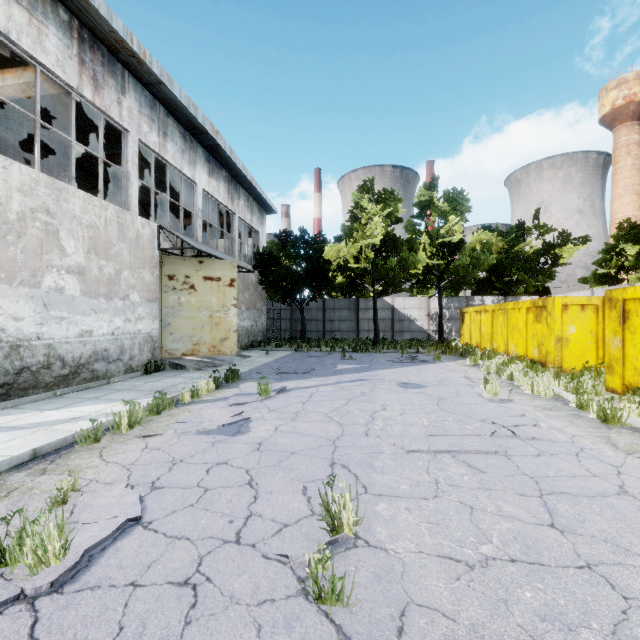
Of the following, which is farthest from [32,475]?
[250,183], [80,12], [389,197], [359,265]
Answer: [389,197]

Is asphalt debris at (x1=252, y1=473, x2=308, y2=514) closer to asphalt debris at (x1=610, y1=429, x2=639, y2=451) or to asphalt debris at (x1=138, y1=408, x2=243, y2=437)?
asphalt debris at (x1=138, y1=408, x2=243, y2=437)

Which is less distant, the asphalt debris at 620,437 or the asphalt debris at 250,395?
the asphalt debris at 620,437

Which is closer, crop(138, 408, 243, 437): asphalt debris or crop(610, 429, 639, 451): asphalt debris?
crop(610, 429, 639, 451): asphalt debris

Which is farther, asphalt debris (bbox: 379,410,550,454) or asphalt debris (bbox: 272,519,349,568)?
asphalt debris (bbox: 379,410,550,454)

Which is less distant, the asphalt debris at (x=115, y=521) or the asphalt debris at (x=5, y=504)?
the asphalt debris at (x=115, y=521)

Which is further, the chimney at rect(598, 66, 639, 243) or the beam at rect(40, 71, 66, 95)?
the chimney at rect(598, 66, 639, 243)

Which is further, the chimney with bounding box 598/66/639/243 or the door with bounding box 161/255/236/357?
the chimney with bounding box 598/66/639/243
